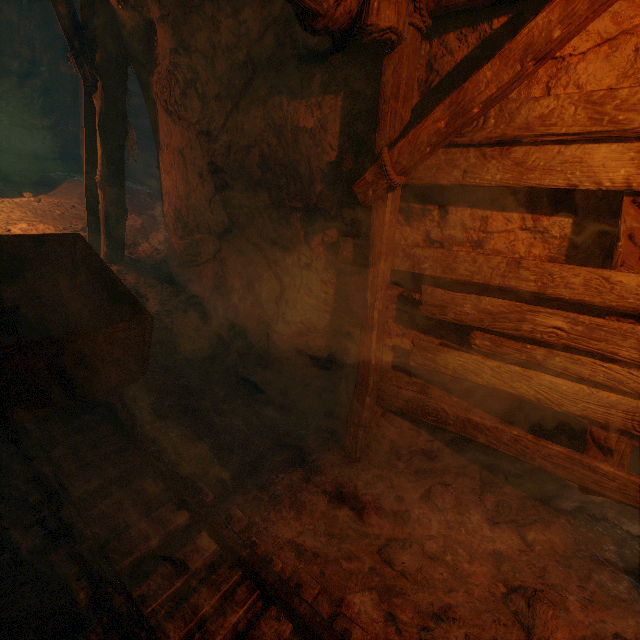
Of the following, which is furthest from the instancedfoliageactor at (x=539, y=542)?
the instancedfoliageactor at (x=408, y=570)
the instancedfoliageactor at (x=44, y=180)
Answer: the instancedfoliageactor at (x=44, y=180)

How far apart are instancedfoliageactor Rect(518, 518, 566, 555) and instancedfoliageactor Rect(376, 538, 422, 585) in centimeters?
95cm

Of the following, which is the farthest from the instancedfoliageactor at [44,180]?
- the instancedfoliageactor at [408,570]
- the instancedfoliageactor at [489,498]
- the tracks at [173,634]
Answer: the instancedfoliageactor at [489,498]

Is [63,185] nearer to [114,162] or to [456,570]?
[114,162]

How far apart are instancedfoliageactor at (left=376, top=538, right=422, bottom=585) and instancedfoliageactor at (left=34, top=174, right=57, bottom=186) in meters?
9.5 m

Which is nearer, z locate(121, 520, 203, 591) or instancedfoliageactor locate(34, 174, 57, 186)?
z locate(121, 520, 203, 591)

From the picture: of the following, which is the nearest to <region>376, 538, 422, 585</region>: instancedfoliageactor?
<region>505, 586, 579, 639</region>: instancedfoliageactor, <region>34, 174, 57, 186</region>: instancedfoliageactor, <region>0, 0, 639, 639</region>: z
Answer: <region>0, 0, 639, 639</region>: z

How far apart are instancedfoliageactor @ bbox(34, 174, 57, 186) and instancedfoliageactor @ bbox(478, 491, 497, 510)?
10.02m
